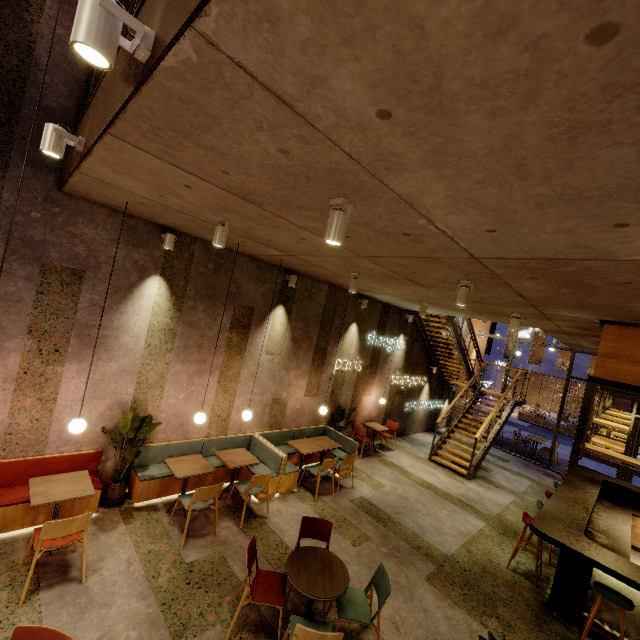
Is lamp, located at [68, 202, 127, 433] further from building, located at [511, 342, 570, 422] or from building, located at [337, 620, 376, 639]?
building, located at [511, 342, 570, 422]

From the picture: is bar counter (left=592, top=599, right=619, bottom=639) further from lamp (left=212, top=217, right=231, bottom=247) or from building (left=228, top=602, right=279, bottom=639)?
lamp (left=212, top=217, right=231, bottom=247)

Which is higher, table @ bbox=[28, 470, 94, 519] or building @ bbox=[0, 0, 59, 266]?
building @ bbox=[0, 0, 59, 266]

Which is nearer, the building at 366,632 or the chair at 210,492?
the building at 366,632

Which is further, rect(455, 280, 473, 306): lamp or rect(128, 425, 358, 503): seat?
rect(128, 425, 358, 503): seat

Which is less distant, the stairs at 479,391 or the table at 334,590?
the table at 334,590

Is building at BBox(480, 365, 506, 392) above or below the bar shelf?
below

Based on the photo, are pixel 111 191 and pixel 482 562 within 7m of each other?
no
